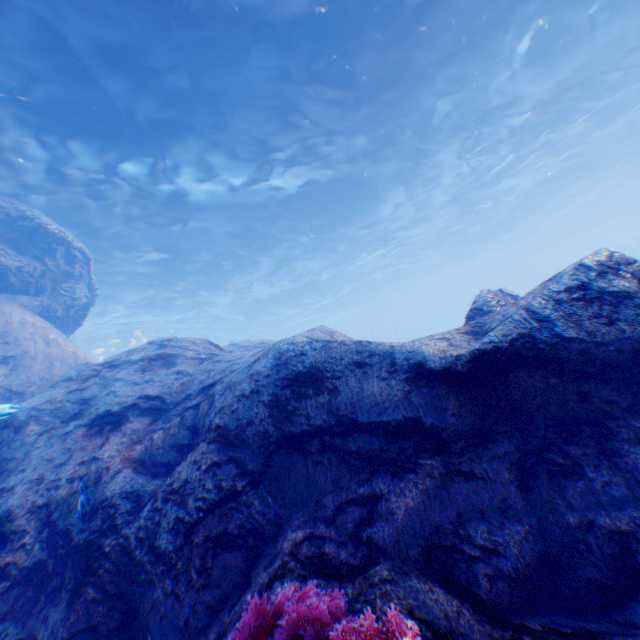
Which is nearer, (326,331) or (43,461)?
(43,461)

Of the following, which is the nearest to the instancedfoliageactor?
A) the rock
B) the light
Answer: the rock

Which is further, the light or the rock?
the light

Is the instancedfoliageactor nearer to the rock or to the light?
the rock

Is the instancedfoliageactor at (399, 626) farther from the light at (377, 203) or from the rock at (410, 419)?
the light at (377, 203)

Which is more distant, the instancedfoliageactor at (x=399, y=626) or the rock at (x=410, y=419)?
the rock at (x=410, y=419)
